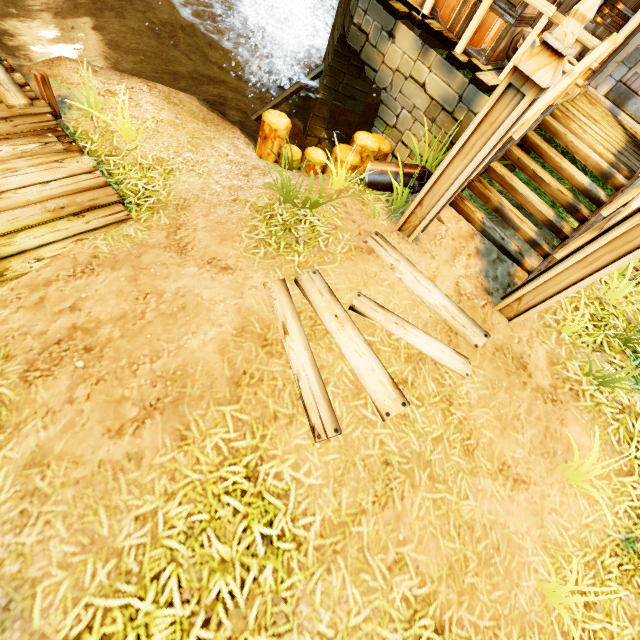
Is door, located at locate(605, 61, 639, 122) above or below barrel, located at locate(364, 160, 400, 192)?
above

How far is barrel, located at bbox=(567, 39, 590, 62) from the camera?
5.7 meters

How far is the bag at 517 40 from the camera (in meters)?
4.57

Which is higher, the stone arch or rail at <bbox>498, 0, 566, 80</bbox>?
rail at <bbox>498, 0, 566, 80</bbox>

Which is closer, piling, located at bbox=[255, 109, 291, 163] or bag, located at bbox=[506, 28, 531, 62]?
bag, located at bbox=[506, 28, 531, 62]

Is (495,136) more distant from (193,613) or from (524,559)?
(193,613)

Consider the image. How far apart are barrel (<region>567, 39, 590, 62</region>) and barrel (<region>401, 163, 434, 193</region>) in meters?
3.9

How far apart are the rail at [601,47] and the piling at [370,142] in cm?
164
